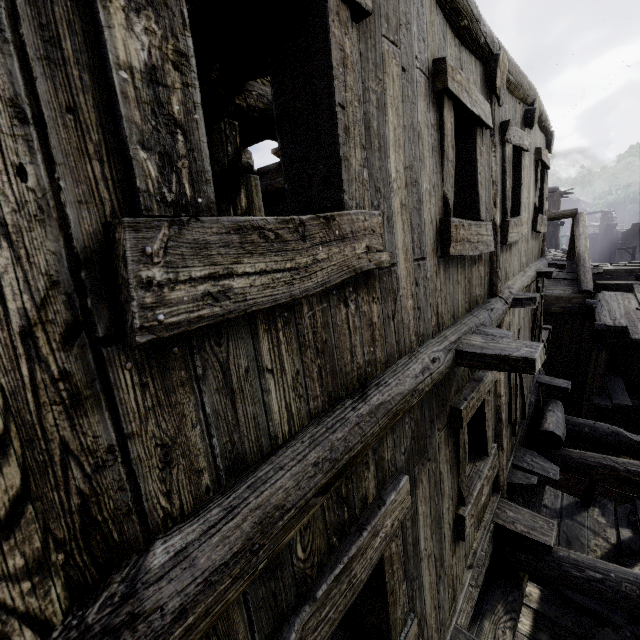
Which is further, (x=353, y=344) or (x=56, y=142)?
(x=353, y=344)
